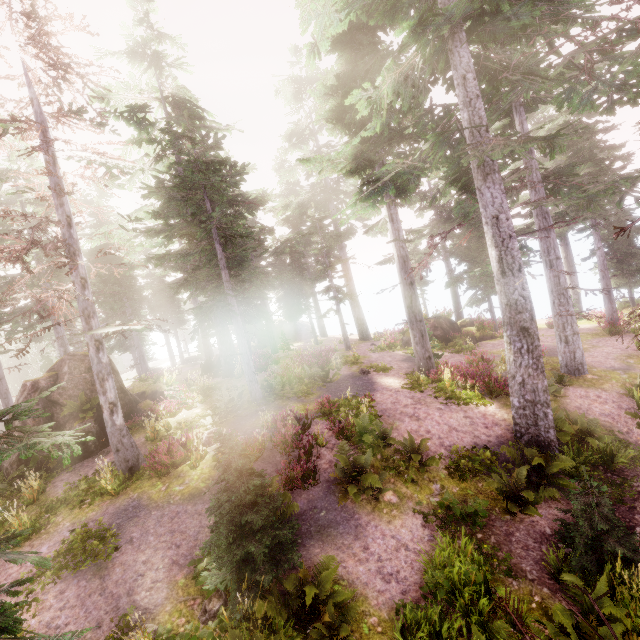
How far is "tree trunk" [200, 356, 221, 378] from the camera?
22.8 meters

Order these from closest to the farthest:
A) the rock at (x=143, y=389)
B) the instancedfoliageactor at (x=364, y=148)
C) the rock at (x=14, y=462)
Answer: the instancedfoliageactor at (x=364, y=148)
the rock at (x=14, y=462)
the rock at (x=143, y=389)

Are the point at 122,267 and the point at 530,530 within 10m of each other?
no

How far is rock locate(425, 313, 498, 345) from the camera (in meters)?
23.34

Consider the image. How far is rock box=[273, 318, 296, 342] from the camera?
42.3 meters

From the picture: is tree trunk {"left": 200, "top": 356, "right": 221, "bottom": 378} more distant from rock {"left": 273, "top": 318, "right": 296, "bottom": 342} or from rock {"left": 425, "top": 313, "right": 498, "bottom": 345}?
rock {"left": 273, "top": 318, "right": 296, "bottom": 342}

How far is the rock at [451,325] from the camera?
23.3m

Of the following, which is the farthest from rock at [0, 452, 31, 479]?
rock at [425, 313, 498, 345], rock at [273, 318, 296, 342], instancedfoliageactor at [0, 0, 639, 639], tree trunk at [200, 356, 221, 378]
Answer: rock at [273, 318, 296, 342]
